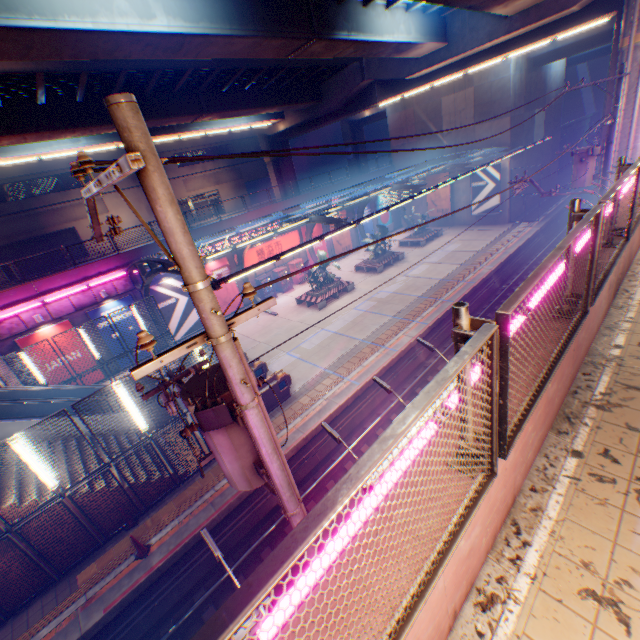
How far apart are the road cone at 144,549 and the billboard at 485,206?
34.6m

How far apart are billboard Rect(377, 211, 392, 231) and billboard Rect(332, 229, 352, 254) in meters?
4.8 m

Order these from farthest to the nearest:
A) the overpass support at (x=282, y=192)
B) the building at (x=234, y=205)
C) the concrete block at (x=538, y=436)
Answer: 1. the building at (x=234, y=205)
2. the overpass support at (x=282, y=192)
3. the concrete block at (x=538, y=436)

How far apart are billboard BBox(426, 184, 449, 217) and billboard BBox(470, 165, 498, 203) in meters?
2.0

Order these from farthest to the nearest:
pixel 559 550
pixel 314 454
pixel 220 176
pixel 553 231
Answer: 1. pixel 220 176
2. pixel 553 231
3. pixel 314 454
4. pixel 559 550

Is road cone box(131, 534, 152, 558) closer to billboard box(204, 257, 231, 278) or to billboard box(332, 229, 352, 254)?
billboard box(204, 257, 231, 278)

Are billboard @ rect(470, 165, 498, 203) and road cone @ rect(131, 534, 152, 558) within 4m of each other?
no

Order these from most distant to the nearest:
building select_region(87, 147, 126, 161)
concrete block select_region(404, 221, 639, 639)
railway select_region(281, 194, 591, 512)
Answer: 1. building select_region(87, 147, 126, 161)
2. railway select_region(281, 194, 591, 512)
3. concrete block select_region(404, 221, 639, 639)
